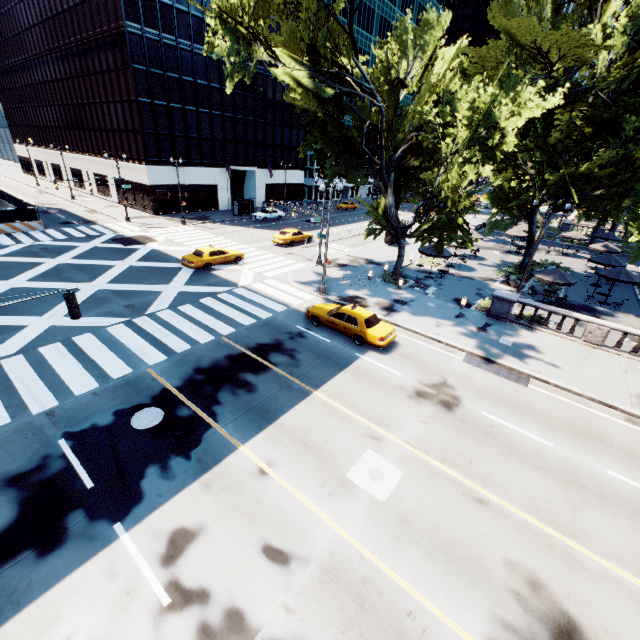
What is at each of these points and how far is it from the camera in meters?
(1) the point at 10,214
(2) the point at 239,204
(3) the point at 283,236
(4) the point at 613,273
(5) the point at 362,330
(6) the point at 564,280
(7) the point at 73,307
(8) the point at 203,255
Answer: (1) fence, 30.7 m
(2) bus stop, 46.7 m
(3) vehicle, 33.7 m
(4) umbrella, 24.3 m
(5) vehicle, 16.6 m
(6) umbrella, 22.1 m
(7) traffic light, 9.5 m
(8) vehicle, 25.1 m

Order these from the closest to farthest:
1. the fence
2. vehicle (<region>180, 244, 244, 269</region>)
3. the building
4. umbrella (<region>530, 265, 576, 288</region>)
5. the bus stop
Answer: umbrella (<region>530, 265, 576, 288</region>), vehicle (<region>180, 244, 244, 269</region>), the fence, the building, the bus stop

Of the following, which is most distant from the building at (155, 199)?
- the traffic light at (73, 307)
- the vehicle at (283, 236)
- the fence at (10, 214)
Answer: the traffic light at (73, 307)

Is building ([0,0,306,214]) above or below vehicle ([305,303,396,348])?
above

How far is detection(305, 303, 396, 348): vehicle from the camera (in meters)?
16.44

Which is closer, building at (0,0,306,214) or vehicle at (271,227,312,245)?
vehicle at (271,227,312,245)

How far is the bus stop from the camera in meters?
45.5

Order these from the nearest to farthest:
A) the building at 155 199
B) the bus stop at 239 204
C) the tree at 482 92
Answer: the tree at 482 92, the building at 155 199, the bus stop at 239 204
